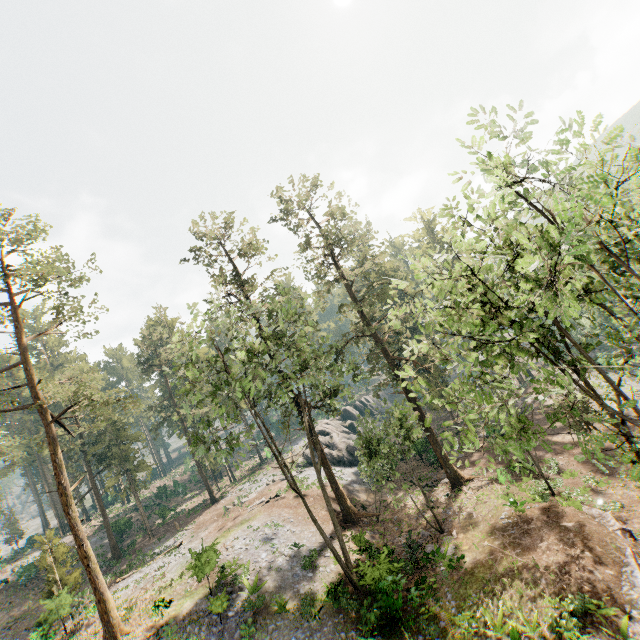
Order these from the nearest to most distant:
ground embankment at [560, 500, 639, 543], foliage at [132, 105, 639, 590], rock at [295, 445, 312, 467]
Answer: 1. foliage at [132, 105, 639, 590]
2. ground embankment at [560, 500, 639, 543]
3. rock at [295, 445, 312, 467]

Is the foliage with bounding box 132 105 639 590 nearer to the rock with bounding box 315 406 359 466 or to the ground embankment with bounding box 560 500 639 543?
the ground embankment with bounding box 560 500 639 543

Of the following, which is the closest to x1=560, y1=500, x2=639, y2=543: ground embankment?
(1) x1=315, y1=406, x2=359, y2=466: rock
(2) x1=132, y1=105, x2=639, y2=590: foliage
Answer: (2) x1=132, y1=105, x2=639, y2=590: foliage

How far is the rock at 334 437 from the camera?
39.7m

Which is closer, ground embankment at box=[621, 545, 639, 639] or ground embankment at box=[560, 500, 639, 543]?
ground embankment at box=[621, 545, 639, 639]

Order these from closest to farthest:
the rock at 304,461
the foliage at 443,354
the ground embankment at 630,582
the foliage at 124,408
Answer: the foliage at 443,354 < the ground embankment at 630,582 < the foliage at 124,408 < the rock at 304,461

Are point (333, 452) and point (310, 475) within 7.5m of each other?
yes
